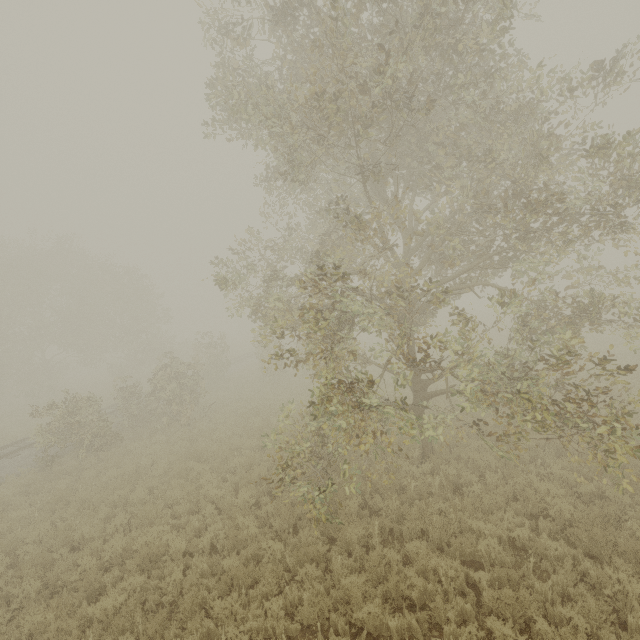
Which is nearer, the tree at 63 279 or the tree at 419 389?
the tree at 419 389

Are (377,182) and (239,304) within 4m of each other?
no

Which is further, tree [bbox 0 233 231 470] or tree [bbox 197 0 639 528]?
tree [bbox 0 233 231 470]
